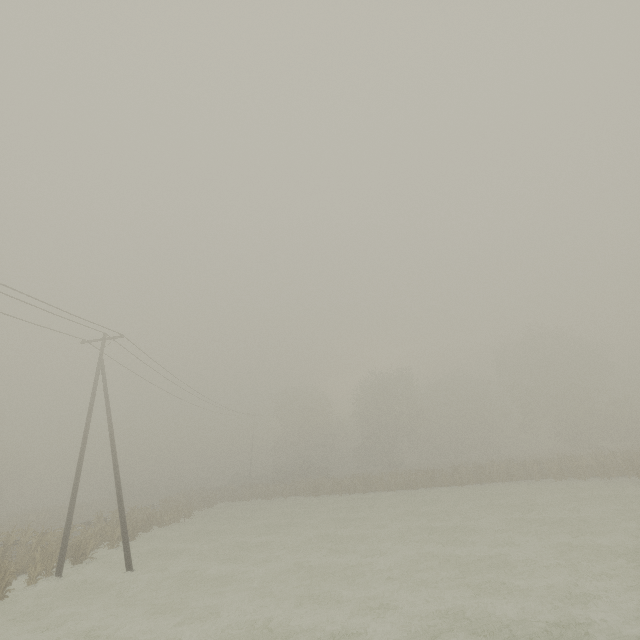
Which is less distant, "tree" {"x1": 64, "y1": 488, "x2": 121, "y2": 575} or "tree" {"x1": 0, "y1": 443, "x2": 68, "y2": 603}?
"tree" {"x1": 0, "y1": 443, "x2": 68, "y2": 603}

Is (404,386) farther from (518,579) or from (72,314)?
(72,314)

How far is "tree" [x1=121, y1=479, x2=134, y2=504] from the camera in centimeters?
5453cm

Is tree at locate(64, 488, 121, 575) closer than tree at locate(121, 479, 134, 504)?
Yes

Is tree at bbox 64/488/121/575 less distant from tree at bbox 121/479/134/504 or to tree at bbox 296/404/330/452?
tree at bbox 296/404/330/452

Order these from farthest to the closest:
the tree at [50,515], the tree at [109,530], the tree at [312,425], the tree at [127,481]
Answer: the tree at [312,425] → the tree at [127,481] → the tree at [109,530] → the tree at [50,515]

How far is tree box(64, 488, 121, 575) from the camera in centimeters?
1756cm

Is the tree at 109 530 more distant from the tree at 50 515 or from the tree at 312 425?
the tree at 312 425
